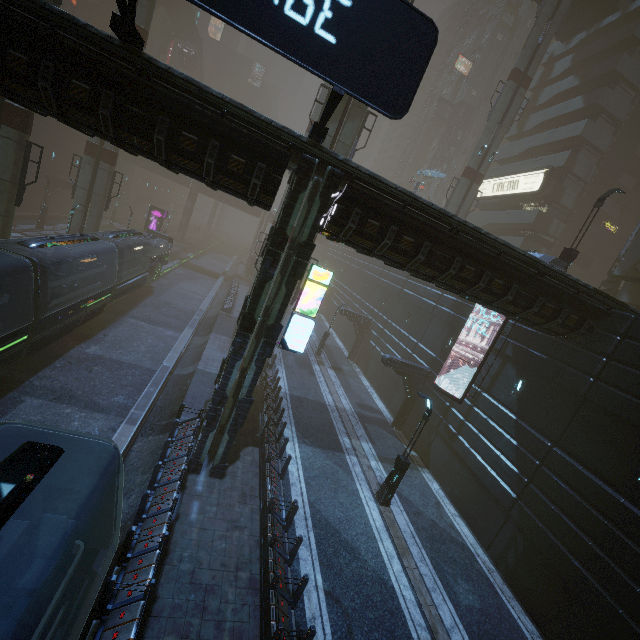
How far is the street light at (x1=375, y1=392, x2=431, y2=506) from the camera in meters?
13.9

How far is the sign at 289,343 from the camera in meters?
11.3

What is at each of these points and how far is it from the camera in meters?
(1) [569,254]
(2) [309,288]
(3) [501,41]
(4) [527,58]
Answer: (1) street light, 18.4 m
(2) sign, 11.0 m
(3) building, 54.0 m
(4) sm, 29.1 m

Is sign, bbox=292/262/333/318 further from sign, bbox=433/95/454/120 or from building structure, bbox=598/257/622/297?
sign, bbox=433/95/454/120

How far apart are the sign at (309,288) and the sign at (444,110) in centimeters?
6198cm

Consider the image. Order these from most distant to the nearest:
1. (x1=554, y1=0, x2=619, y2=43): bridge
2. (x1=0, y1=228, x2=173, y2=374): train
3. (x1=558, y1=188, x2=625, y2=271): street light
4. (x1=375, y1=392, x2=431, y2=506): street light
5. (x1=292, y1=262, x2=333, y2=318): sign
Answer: (x1=554, y1=0, x2=619, y2=43): bridge → (x1=558, y1=188, x2=625, y2=271): street light → (x1=375, y1=392, x2=431, y2=506): street light → (x1=0, y1=228, x2=173, y2=374): train → (x1=292, y1=262, x2=333, y2=318): sign

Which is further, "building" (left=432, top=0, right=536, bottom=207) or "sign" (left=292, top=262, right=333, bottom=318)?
"building" (left=432, top=0, right=536, bottom=207)

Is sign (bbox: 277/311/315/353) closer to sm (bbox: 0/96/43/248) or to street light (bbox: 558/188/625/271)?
sm (bbox: 0/96/43/248)
